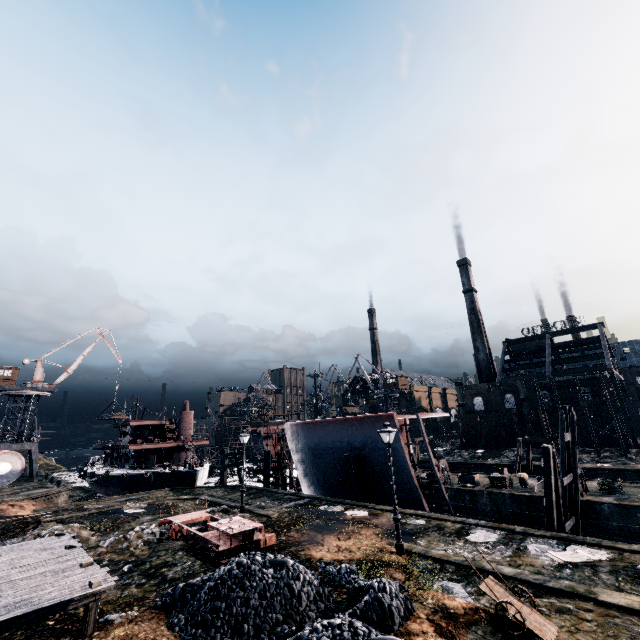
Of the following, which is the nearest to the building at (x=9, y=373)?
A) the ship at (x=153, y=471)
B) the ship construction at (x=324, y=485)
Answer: the ship at (x=153, y=471)

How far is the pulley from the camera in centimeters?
3388cm

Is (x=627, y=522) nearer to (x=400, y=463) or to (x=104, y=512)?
(x=400, y=463)

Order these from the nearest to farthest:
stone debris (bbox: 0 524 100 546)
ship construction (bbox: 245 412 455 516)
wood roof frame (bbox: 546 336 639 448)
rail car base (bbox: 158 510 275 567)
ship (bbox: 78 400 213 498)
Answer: rail car base (bbox: 158 510 275 567)
stone debris (bbox: 0 524 100 546)
ship construction (bbox: 245 412 455 516)
ship (bbox: 78 400 213 498)
wood roof frame (bbox: 546 336 639 448)

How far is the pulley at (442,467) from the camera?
33.9 meters

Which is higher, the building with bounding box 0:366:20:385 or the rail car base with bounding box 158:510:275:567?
the building with bounding box 0:366:20:385

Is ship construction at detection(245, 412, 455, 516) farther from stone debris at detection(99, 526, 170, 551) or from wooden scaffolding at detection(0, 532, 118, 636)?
wooden scaffolding at detection(0, 532, 118, 636)

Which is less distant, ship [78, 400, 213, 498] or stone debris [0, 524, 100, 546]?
stone debris [0, 524, 100, 546]
